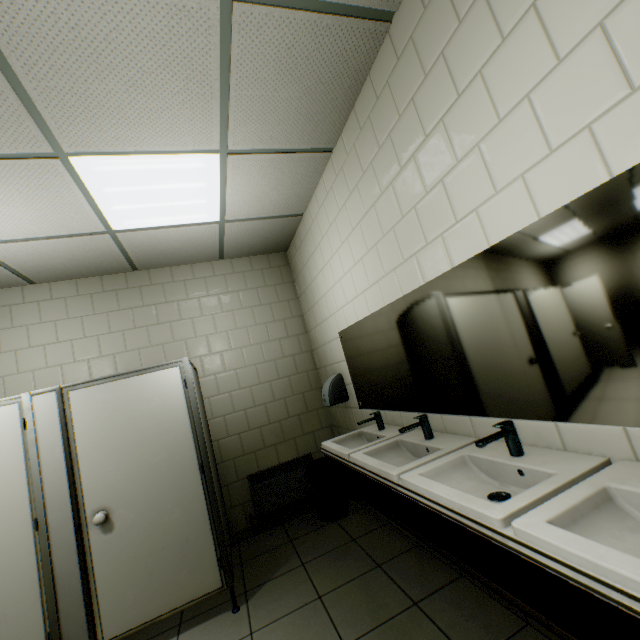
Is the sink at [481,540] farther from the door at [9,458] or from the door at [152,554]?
the door at [9,458]

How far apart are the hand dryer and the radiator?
0.8 meters

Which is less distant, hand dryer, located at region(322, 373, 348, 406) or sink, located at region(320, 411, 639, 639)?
sink, located at region(320, 411, 639, 639)

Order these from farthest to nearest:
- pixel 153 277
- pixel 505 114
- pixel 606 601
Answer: pixel 153 277 < pixel 505 114 < pixel 606 601

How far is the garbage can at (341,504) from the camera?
3.4m

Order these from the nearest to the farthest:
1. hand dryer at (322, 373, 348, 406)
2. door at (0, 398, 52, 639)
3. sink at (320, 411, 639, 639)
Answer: sink at (320, 411, 639, 639) < door at (0, 398, 52, 639) < hand dryer at (322, 373, 348, 406)

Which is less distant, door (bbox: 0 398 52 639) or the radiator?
door (bbox: 0 398 52 639)

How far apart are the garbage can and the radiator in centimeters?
16cm
